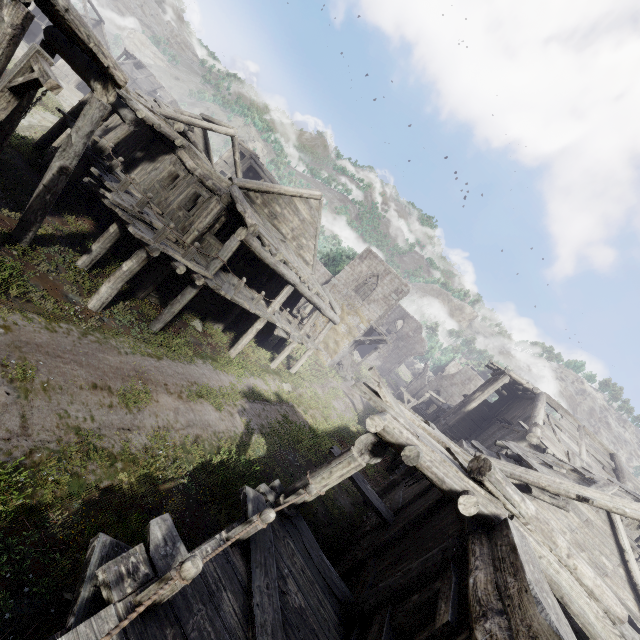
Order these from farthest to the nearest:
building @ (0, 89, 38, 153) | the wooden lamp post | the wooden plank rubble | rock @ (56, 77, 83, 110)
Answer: rock @ (56, 77, 83, 110) < building @ (0, 89, 38, 153) < the wooden plank rubble < the wooden lamp post

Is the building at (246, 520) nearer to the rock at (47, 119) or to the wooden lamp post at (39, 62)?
the wooden lamp post at (39, 62)

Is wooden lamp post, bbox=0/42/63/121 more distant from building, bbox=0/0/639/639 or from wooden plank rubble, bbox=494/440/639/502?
wooden plank rubble, bbox=494/440/639/502

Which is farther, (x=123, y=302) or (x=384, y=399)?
(x=123, y=302)

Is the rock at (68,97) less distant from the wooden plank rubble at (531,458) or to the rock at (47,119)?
the rock at (47,119)

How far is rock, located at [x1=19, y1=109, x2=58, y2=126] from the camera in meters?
22.6 m

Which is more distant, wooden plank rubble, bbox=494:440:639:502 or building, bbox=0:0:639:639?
wooden plank rubble, bbox=494:440:639:502

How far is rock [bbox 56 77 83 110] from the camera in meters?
31.3
